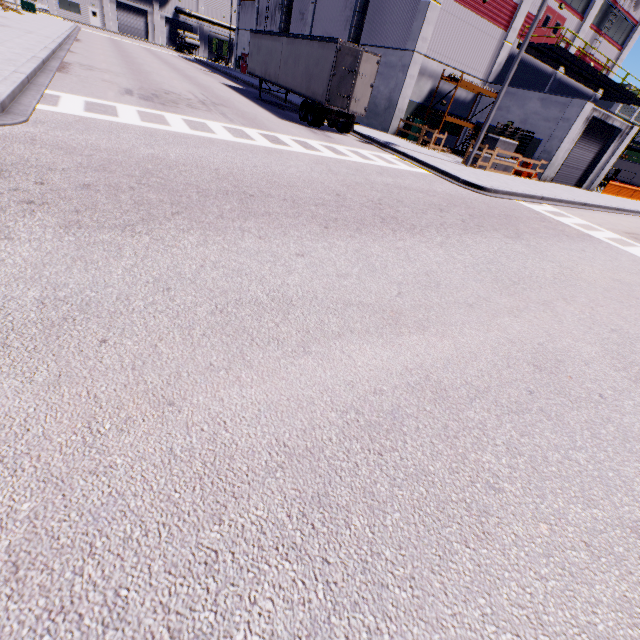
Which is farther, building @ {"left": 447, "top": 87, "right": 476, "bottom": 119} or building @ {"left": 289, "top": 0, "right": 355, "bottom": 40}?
building @ {"left": 289, "top": 0, "right": 355, "bottom": 40}

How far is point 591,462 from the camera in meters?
3.1

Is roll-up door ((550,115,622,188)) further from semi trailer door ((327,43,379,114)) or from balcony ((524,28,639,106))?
semi trailer door ((327,43,379,114))

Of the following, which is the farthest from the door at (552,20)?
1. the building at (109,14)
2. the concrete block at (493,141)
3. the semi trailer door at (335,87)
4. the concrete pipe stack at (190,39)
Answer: the concrete pipe stack at (190,39)

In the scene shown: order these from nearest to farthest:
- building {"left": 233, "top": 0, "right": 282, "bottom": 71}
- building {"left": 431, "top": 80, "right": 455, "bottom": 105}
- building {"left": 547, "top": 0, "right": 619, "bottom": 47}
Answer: building {"left": 431, "top": 80, "right": 455, "bottom": 105}
building {"left": 547, "top": 0, "right": 619, "bottom": 47}
building {"left": 233, "top": 0, "right": 282, "bottom": 71}

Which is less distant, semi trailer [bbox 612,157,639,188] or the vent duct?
the vent duct

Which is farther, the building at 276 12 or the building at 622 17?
the building at 276 12

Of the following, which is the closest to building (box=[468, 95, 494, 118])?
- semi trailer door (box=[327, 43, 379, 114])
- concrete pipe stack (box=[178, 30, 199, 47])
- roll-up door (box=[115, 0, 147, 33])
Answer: A: roll-up door (box=[115, 0, 147, 33])
